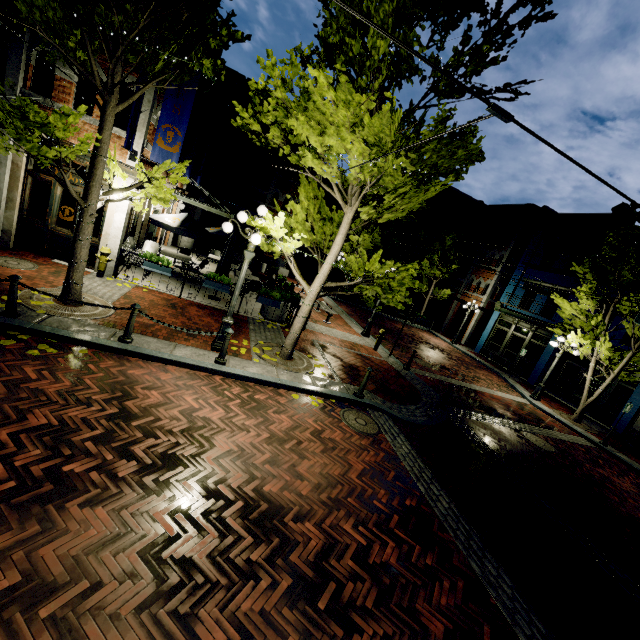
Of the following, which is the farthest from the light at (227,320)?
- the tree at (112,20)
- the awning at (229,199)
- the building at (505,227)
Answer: the building at (505,227)

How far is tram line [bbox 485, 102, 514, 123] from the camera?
2.7 meters

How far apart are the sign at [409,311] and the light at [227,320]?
7.9m

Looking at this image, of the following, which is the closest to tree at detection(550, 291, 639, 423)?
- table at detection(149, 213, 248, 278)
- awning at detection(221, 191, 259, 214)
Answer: table at detection(149, 213, 248, 278)

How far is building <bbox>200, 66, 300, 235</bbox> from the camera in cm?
2303

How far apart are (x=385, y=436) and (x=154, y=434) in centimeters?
483cm

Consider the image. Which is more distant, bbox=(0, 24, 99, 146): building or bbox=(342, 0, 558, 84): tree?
bbox=(0, 24, 99, 146): building

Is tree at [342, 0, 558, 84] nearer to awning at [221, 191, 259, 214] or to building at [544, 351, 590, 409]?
building at [544, 351, 590, 409]
